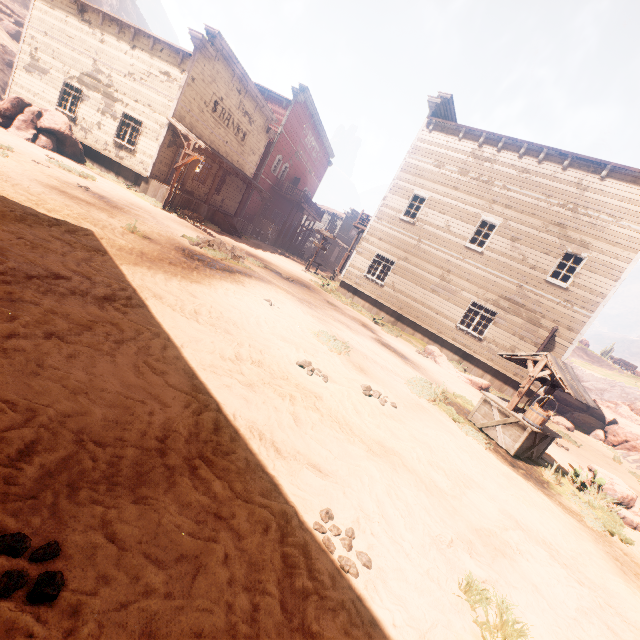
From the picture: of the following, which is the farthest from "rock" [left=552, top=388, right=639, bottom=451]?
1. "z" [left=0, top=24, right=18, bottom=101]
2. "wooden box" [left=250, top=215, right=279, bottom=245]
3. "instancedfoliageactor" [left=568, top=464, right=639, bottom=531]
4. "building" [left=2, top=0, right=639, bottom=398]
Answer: "wooden box" [left=250, top=215, right=279, bottom=245]

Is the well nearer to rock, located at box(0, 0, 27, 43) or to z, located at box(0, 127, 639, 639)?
z, located at box(0, 127, 639, 639)

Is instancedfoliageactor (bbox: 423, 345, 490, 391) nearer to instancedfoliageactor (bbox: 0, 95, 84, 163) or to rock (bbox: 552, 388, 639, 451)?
rock (bbox: 552, 388, 639, 451)

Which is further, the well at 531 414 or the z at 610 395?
the z at 610 395

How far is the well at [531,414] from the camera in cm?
695

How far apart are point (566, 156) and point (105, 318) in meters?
19.5

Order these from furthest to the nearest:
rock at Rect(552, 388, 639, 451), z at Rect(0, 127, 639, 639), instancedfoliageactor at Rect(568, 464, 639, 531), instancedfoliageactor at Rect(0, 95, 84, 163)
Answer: rock at Rect(552, 388, 639, 451) → instancedfoliageactor at Rect(0, 95, 84, 163) → instancedfoliageactor at Rect(568, 464, 639, 531) → z at Rect(0, 127, 639, 639)

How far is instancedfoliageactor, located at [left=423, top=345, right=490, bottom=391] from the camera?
13.1m
